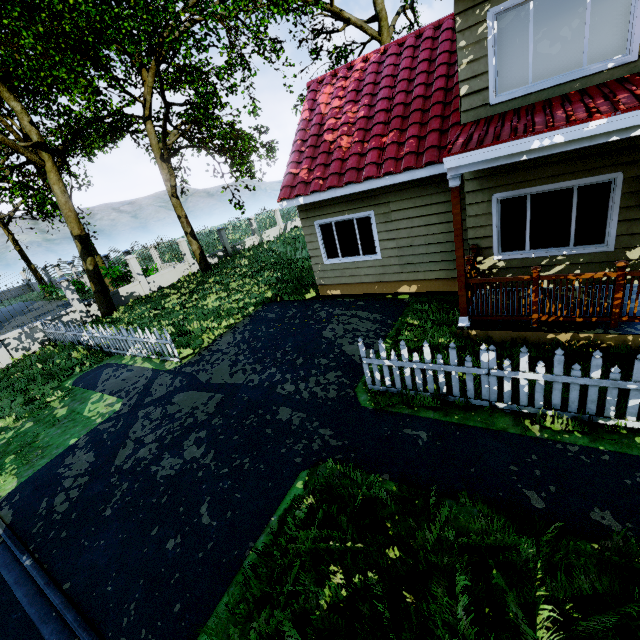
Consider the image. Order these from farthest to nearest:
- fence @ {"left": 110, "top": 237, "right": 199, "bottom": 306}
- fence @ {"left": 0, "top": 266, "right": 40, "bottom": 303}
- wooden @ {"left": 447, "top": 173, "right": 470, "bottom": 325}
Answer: fence @ {"left": 110, "top": 237, "right": 199, "bottom": 306}
fence @ {"left": 0, "top": 266, "right": 40, "bottom": 303}
wooden @ {"left": 447, "top": 173, "right": 470, "bottom": 325}

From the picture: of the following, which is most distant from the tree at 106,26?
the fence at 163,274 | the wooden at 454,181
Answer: the wooden at 454,181

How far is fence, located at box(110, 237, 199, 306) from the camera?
17.0 meters

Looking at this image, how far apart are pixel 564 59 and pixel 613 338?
4.7 meters

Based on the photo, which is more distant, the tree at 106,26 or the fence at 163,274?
the fence at 163,274

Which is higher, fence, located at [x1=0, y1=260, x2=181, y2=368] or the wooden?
the wooden

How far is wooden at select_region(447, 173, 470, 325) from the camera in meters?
5.3

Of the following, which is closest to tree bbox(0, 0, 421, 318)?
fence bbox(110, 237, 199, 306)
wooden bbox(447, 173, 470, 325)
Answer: fence bbox(110, 237, 199, 306)
